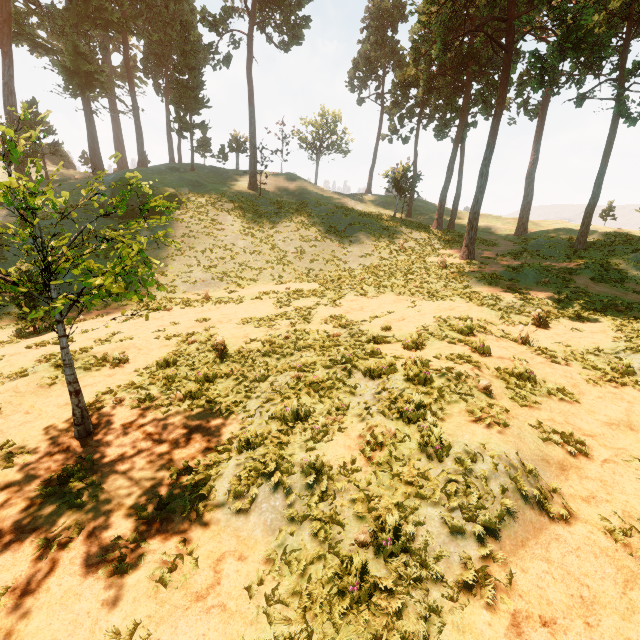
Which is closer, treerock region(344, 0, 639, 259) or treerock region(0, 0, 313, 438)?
treerock region(0, 0, 313, 438)

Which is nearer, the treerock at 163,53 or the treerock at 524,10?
the treerock at 163,53

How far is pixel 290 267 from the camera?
25.4m
